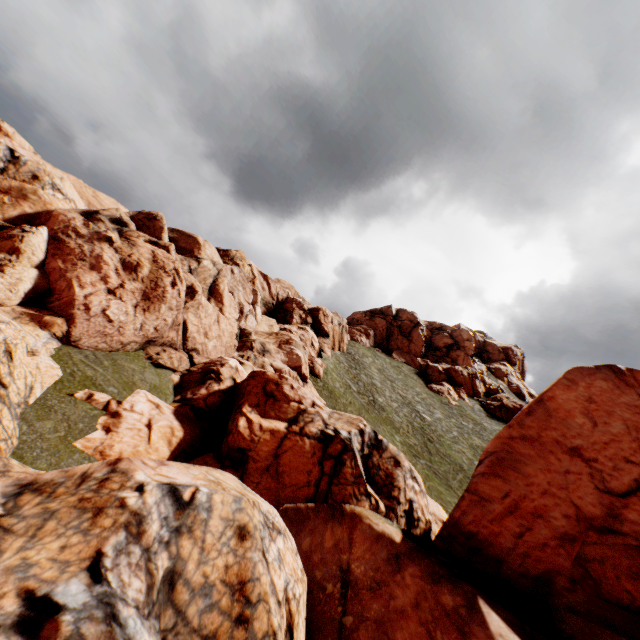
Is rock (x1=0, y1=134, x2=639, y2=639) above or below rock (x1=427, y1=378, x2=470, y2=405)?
below

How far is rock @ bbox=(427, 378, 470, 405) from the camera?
55.4 meters

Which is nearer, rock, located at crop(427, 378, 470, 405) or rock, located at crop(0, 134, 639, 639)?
rock, located at crop(0, 134, 639, 639)

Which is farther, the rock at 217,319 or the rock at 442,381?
the rock at 442,381

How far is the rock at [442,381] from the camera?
55.44m

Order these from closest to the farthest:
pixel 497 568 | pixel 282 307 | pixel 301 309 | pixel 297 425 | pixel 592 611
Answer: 1. pixel 592 611
2. pixel 497 568
3. pixel 297 425
4. pixel 301 309
5. pixel 282 307
